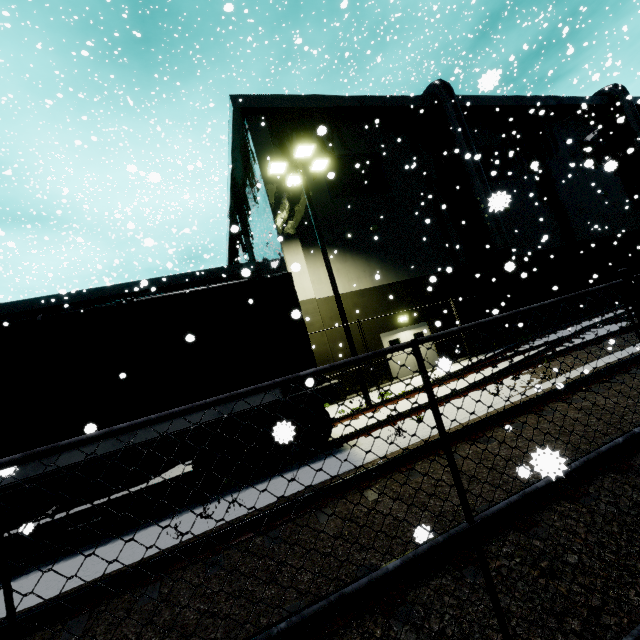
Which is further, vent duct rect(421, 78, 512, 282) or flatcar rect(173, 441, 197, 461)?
vent duct rect(421, 78, 512, 282)

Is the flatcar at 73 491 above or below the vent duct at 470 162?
below

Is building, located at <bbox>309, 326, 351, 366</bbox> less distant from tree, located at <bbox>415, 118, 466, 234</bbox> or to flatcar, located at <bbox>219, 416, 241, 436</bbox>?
tree, located at <bbox>415, 118, 466, 234</bbox>

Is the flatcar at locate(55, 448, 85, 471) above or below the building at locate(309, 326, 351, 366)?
below

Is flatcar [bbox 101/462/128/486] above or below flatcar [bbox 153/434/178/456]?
below

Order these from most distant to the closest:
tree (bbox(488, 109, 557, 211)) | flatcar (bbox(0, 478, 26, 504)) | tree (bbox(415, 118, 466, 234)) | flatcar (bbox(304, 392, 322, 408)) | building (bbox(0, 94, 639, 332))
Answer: tree (bbox(488, 109, 557, 211)), tree (bbox(415, 118, 466, 234)), building (bbox(0, 94, 639, 332)), flatcar (bbox(304, 392, 322, 408)), flatcar (bbox(0, 478, 26, 504))

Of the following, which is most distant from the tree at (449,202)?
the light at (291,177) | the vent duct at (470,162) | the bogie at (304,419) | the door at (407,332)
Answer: the bogie at (304,419)

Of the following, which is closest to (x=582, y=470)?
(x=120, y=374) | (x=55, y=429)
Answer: (x=120, y=374)
